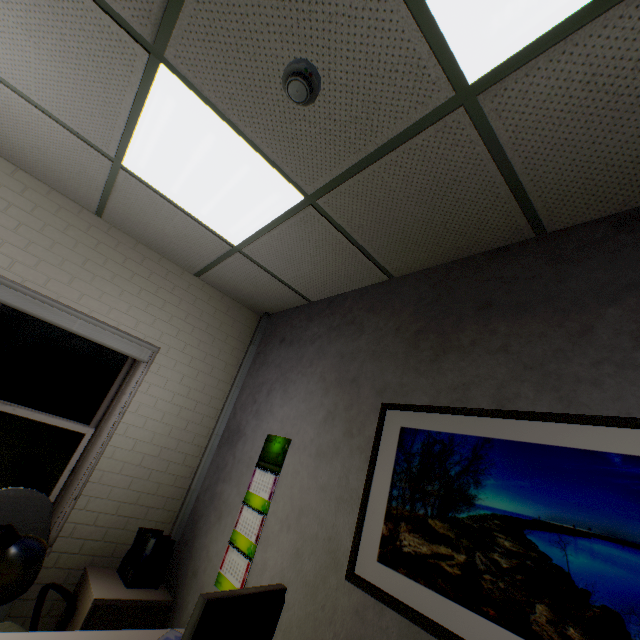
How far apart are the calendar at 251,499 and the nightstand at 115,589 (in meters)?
0.51

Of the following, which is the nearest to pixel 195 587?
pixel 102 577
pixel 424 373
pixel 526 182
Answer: pixel 102 577

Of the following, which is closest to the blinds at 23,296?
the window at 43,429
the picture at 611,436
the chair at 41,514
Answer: the window at 43,429

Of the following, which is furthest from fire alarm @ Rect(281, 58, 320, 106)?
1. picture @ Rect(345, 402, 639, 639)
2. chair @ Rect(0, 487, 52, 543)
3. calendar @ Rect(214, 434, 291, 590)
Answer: chair @ Rect(0, 487, 52, 543)

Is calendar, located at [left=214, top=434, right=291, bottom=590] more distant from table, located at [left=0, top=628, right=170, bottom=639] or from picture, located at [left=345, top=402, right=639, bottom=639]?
picture, located at [left=345, top=402, right=639, bottom=639]

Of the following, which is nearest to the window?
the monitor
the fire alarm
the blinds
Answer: the blinds

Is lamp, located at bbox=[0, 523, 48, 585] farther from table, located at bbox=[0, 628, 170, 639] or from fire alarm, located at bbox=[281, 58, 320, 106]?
fire alarm, located at bbox=[281, 58, 320, 106]

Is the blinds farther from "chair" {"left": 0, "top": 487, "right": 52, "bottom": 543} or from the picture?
the picture
